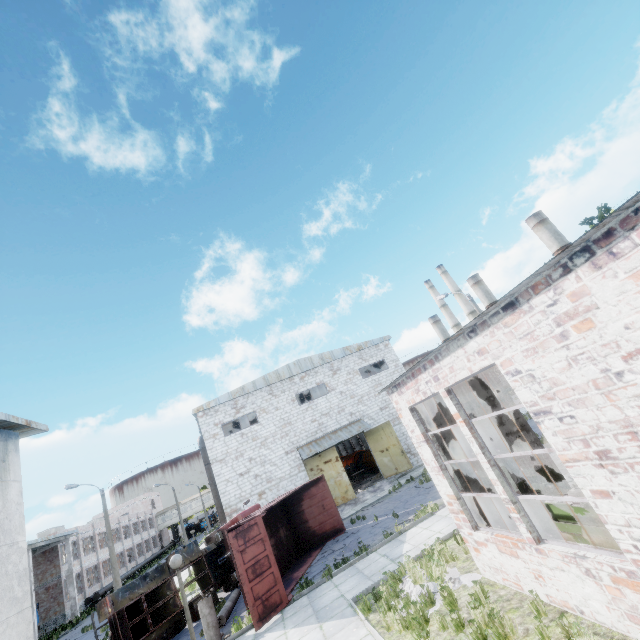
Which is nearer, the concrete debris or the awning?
the concrete debris

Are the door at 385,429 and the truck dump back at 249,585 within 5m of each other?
no

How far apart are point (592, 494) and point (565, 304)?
2.9 meters

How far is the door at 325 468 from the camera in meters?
24.0

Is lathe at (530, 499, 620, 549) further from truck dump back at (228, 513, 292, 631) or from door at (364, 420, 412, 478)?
door at (364, 420, 412, 478)

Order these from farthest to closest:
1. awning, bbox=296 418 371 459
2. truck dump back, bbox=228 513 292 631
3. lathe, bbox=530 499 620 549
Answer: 1. awning, bbox=296 418 371 459
2. truck dump back, bbox=228 513 292 631
3. lathe, bbox=530 499 620 549

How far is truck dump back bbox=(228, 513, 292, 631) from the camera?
11.0m

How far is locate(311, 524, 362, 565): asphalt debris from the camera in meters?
14.4 m
